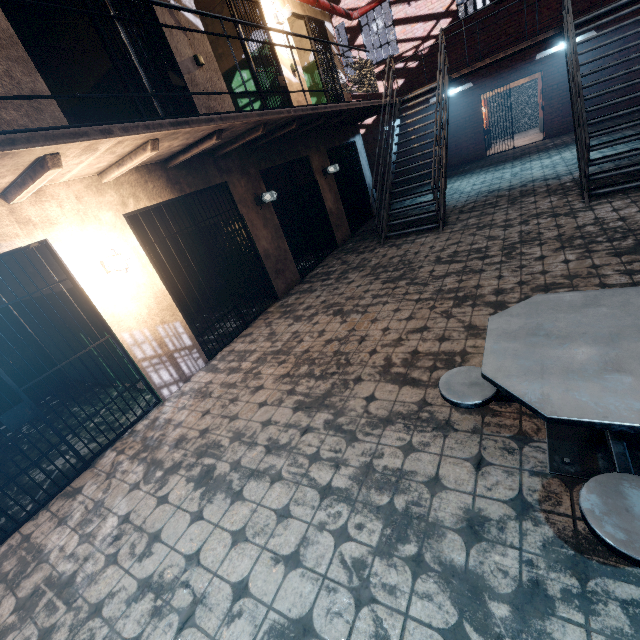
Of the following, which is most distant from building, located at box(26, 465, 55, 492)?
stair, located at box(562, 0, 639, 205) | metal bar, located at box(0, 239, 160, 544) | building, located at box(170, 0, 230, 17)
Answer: stair, located at box(562, 0, 639, 205)

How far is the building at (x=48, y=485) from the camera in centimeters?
363cm

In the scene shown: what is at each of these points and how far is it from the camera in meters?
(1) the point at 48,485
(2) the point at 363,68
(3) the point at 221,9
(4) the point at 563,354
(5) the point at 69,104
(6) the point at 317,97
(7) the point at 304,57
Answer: (1) building, 3.7 m
(2) metal railing, 7.2 m
(3) building, 7.1 m
(4) table, 1.8 m
(5) building, 6.7 m
(6) building, 10.0 m
(7) building, 9.6 m

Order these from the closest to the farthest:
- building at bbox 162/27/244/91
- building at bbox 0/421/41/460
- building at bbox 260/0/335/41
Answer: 1. building at bbox 0/421/41/460
2. building at bbox 162/27/244/91
3. building at bbox 260/0/335/41

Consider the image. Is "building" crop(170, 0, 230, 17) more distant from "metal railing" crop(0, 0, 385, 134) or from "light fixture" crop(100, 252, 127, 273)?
"light fixture" crop(100, 252, 127, 273)

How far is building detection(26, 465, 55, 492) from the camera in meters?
3.6

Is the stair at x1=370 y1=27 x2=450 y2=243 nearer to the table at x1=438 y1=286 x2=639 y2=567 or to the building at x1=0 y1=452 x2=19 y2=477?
the table at x1=438 y1=286 x2=639 y2=567

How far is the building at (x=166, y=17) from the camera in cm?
476
